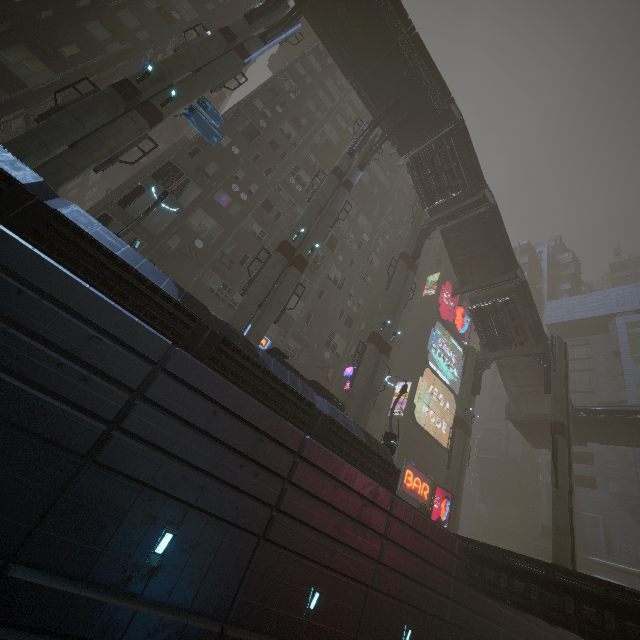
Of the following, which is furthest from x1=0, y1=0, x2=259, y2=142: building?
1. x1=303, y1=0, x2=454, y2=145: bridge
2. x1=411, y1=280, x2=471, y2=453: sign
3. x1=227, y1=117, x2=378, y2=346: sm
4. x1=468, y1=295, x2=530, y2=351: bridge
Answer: x1=468, y1=295, x2=530, y2=351: bridge

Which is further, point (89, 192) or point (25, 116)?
point (89, 192)

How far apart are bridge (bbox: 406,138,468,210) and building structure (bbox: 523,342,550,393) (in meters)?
15.21

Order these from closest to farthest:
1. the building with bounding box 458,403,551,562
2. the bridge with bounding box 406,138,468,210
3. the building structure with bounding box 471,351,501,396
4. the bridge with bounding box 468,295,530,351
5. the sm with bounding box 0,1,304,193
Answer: the sm with bounding box 0,1,304,193, the bridge with bounding box 406,138,468,210, the bridge with bounding box 468,295,530,351, the building structure with bounding box 471,351,501,396, the building with bounding box 458,403,551,562

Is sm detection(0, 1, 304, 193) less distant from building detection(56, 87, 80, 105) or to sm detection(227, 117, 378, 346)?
building detection(56, 87, 80, 105)

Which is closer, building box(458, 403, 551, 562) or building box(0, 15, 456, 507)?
building box(0, 15, 456, 507)

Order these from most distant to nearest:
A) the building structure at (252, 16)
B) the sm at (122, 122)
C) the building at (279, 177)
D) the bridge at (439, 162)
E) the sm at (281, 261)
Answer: the bridge at (439, 162) → the building structure at (252, 16) → the sm at (281, 261) → the sm at (122, 122) → the building at (279, 177)

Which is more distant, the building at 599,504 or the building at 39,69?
the building at 599,504
